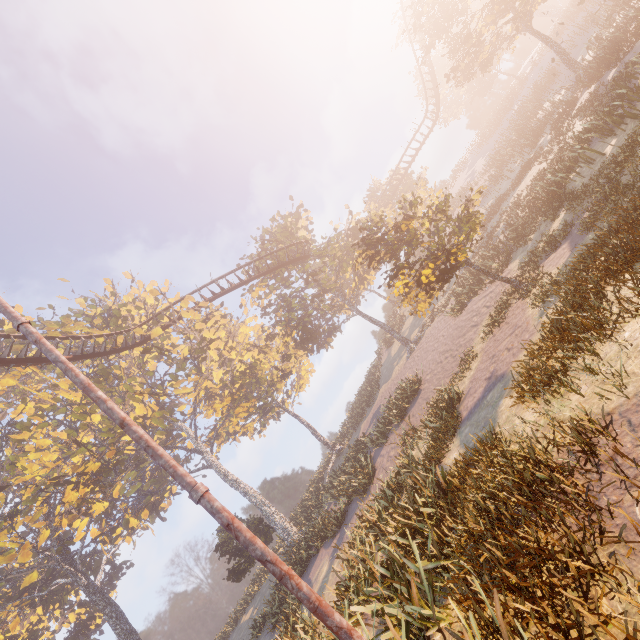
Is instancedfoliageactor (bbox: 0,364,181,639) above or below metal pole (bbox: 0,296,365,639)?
above

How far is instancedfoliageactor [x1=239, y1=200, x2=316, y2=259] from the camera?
30.97m

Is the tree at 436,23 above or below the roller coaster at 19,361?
below

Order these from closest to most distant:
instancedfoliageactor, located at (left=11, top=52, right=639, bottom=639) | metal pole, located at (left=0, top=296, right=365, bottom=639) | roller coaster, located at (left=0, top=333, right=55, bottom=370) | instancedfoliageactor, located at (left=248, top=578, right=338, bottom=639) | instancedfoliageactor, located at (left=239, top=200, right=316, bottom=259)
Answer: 1. metal pole, located at (left=0, top=296, right=365, bottom=639)
2. instancedfoliageactor, located at (left=11, top=52, right=639, bottom=639)
3. instancedfoliageactor, located at (left=248, top=578, right=338, bottom=639)
4. roller coaster, located at (left=0, top=333, right=55, bottom=370)
5. instancedfoliageactor, located at (left=239, top=200, right=316, bottom=259)

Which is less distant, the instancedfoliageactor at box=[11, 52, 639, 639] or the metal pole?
the metal pole

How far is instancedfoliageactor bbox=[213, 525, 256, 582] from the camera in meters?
24.9 m

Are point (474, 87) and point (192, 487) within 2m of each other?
no

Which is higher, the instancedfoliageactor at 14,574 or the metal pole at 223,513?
the instancedfoliageactor at 14,574
